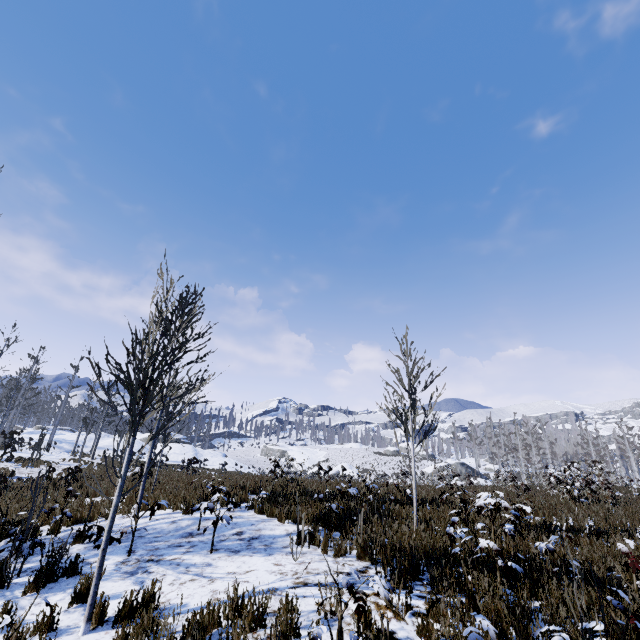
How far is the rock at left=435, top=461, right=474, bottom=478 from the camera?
51.5m

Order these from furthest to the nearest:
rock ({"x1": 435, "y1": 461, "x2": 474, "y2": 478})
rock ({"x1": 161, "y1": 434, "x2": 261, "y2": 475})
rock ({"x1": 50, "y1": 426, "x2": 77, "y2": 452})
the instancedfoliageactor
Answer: rock ({"x1": 435, "y1": 461, "x2": 474, "y2": 478}) → rock ({"x1": 161, "y1": 434, "x2": 261, "y2": 475}) → rock ({"x1": 50, "y1": 426, "x2": 77, "y2": 452}) → the instancedfoliageactor

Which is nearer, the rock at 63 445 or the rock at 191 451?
the rock at 63 445

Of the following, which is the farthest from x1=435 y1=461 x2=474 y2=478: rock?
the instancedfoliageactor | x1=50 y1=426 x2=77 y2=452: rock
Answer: x1=50 y1=426 x2=77 y2=452: rock

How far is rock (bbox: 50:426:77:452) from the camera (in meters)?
35.62

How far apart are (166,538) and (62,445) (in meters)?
40.38

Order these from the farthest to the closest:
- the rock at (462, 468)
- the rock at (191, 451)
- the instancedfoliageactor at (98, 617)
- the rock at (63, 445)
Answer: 1. the rock at (462, 468)
2. the rock at (191, 451)
3. the rock at (63, 445)
4. the instancedfoliageactor at (98, 617)

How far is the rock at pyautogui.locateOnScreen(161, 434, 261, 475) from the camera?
38.05m
